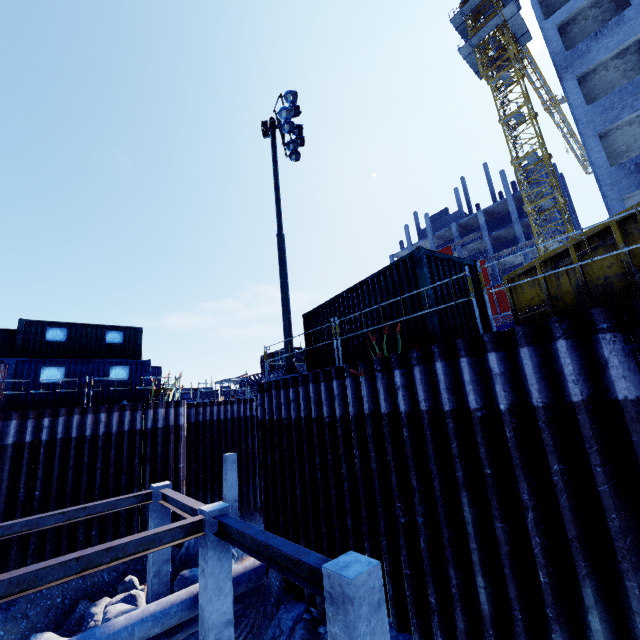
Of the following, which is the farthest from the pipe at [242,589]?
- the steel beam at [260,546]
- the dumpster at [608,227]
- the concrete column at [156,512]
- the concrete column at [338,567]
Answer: the dumpster at [608,227]

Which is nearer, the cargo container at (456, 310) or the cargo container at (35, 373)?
the cargo container at (456, 310)

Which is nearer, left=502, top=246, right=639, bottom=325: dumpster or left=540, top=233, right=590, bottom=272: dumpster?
left=502, top=246, right=639, bottom=325: dumpster

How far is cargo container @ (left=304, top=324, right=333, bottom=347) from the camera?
11.15m

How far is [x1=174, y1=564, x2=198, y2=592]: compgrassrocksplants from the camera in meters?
12.2

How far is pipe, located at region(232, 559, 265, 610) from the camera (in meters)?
9.77

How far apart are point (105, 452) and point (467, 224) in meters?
52.0

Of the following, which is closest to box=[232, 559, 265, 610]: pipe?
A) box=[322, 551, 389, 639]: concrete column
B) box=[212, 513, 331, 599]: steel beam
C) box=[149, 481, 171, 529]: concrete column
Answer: box=[149, 481, 171, 529]: concrete column
